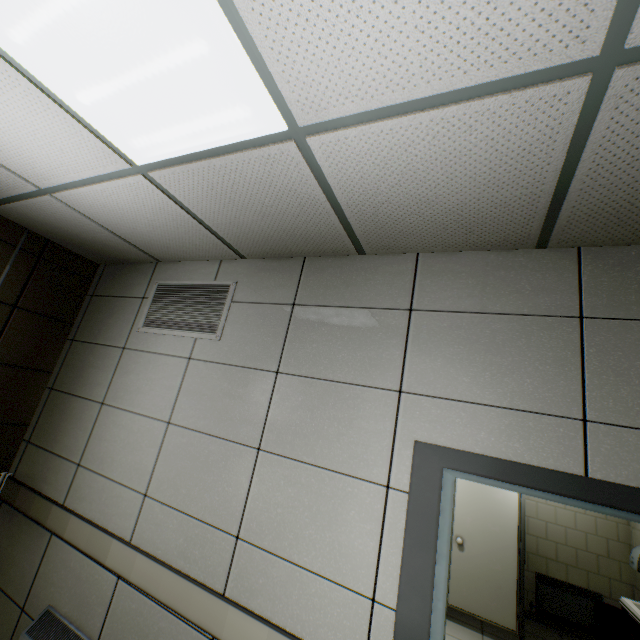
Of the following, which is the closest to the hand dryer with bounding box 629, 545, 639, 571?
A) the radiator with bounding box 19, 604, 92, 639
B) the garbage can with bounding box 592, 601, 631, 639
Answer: the garbage can with bounding box 592, 601, 631, 639

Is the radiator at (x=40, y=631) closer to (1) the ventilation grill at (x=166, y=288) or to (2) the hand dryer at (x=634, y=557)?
(1) the ventilation grill at (x=166, y=288)

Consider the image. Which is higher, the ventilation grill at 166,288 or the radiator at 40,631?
the ventilation grill at 166,288

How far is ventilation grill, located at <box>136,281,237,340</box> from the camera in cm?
251

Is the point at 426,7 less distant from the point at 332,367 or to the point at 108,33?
the point at 108,33

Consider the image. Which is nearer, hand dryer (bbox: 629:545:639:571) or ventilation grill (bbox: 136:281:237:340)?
ventilation grill (bbox: 136:281:237:340)

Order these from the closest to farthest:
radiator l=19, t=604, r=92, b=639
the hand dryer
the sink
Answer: radiator l=19, t=604, r=92, b=639
the sink
the hand dryer

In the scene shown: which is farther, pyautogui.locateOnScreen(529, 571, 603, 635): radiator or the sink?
pyautogui.locateOnScreen(529, 571, 603, 635): radiator
